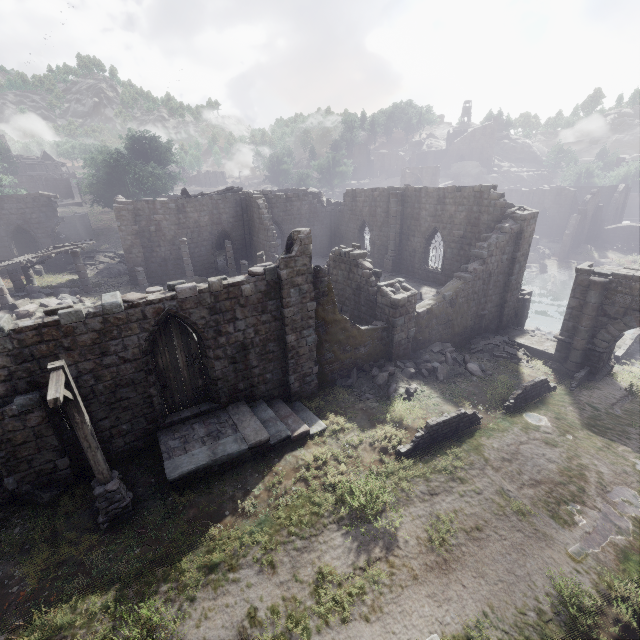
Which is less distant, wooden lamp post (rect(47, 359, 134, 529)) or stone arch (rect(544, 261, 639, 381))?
wooden lamp post (rect(47, 359, 134, 529))

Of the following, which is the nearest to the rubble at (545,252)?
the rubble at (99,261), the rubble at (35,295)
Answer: the rubble at (99,261)

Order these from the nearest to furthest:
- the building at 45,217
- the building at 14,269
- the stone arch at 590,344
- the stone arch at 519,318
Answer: the stone arch at 590,344 < the building at 14,269 < the stone arch at 519,318 < the building at 45,217

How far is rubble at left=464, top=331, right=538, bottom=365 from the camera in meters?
18.0 m

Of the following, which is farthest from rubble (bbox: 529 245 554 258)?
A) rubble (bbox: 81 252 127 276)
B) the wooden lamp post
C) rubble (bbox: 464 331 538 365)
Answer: the wooden lamp post

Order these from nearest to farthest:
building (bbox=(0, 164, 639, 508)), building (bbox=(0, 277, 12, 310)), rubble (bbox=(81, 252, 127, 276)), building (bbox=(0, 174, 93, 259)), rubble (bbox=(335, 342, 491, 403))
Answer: building (bbox=(0, 164, 639, 508)) < rubble (bbox=(335, 342, 491, 403)) < building (bbox=(0, 277, 12, 310)) < building (bbox=(0, 174, 93, 259)) < rubble (bbox=(81, 252, 127, 276))

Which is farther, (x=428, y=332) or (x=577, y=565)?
(x=428, y=332)

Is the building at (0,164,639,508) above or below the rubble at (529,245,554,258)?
above
